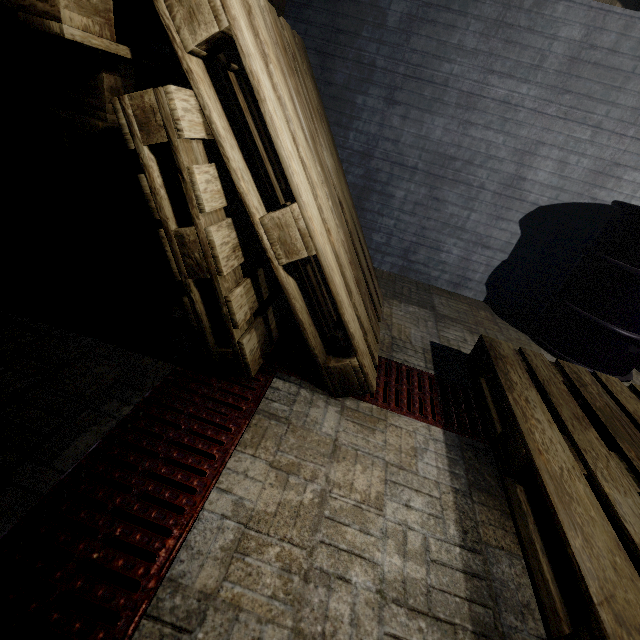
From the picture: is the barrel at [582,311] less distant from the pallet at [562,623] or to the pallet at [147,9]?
the pallet at [562,623]

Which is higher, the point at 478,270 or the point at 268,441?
the point at 478,270

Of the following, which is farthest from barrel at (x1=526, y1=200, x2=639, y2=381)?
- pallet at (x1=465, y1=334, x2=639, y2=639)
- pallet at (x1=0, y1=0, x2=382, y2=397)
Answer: pallet at (x1=0, y1=0, x2=382, y2=397)

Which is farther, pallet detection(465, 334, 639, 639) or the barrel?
the barrel

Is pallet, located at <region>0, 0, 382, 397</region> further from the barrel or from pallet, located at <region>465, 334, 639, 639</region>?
the barrel
